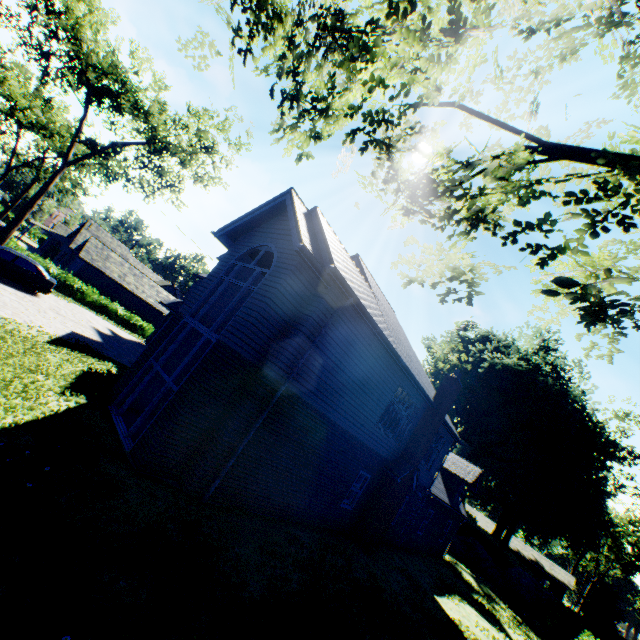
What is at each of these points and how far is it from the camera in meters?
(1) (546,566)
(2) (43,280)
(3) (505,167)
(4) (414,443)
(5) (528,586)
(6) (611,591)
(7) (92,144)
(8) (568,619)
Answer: (1) house, 57.3
(2) car, 18.0
(3) tree, 2.1
(4) chimney, 15.1
(5) rock, 30.3
(6) plant, 43.9
(7) tree, 22.6
(8) hedge, 20.5

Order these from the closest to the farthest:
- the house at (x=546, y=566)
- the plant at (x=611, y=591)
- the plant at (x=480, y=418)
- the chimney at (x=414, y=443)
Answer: the chimney at (x=414, y=443) → the plant at (x=611, y=591) → the plant at (x=480, y=418) → the house at (x=546, y=566)

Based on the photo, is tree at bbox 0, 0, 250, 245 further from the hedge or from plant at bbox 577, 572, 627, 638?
the hedge

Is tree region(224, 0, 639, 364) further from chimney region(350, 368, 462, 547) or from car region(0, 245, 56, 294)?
chimney region(350, 368, 462, 547)

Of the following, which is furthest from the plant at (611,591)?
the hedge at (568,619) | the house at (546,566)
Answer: the hedge at (568,619)

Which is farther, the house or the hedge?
the house

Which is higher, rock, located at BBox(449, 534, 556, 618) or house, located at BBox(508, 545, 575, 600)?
house, located at BBox(508, 545, 575, 600)

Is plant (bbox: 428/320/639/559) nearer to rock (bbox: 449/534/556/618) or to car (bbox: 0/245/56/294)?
rock (bbox: 449/534/556/618)
